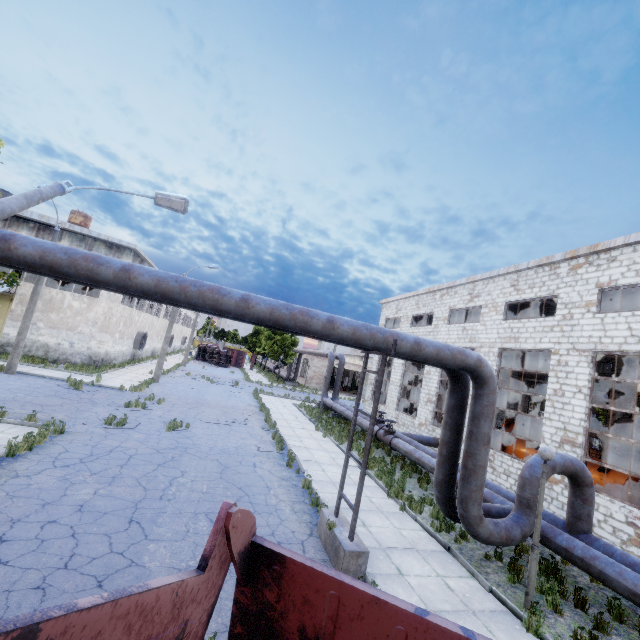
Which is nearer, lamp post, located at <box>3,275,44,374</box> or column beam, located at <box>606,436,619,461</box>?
lamp post, located at <box>3,275,44,374</box>

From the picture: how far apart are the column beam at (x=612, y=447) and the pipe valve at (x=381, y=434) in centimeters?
2140cm

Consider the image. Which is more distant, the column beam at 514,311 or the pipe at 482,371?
the column beam at 514,311

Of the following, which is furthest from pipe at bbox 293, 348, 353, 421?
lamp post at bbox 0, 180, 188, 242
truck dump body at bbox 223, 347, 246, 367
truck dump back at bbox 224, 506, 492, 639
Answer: truck dump back at bbox 224, 506, 492, 639

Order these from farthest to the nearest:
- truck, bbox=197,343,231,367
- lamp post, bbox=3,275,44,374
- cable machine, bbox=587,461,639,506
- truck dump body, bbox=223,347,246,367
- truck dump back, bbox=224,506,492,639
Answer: truck dump body, bbox=223,347,246,367 < truck, bbox=197,343,231,367 < lamp post, bbox=3,275,44,374 < cable machine, bbox=587,461,639,506 < truck dump back, bbox=224,506,492,639

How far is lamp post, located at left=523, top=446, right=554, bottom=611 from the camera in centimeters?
690cm

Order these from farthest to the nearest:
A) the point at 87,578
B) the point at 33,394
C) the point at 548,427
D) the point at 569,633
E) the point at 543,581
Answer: the point at 33,394 < the point at 548,427 < the point at 543,581 < the point at 569,633 < the point at 87,578

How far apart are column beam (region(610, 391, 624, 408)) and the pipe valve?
21.40m
